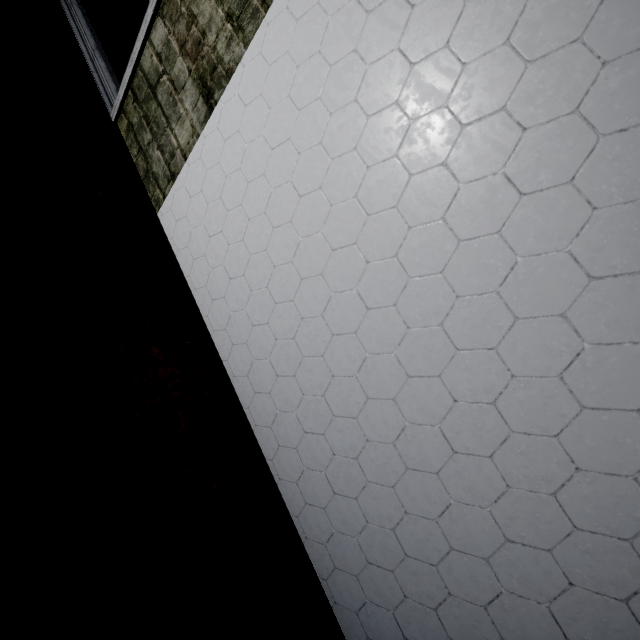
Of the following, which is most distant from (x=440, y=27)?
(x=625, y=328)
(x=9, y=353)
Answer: (x=9, y=353)
